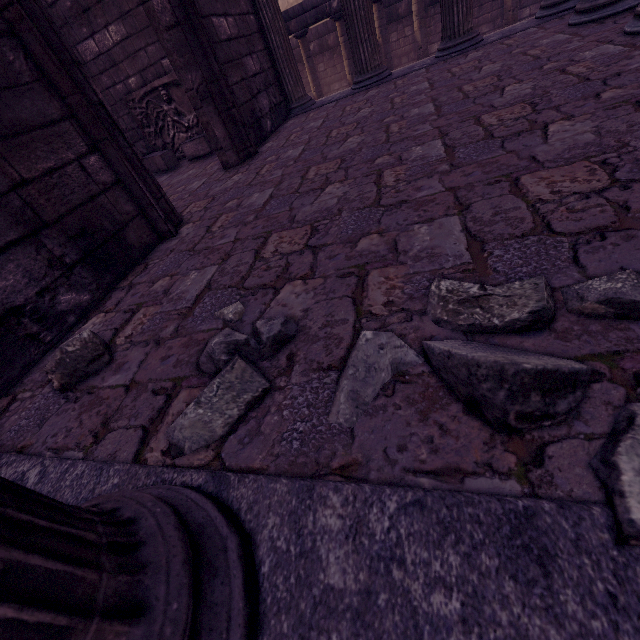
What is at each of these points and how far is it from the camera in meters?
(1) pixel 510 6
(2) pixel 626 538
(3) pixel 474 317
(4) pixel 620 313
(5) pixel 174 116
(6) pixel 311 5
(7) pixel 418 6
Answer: (1) column, 8.4 m
(2) rocks, 0.6 m
(3) rocks, 1.0 m
(4) rocks, 0.9 m
(5) relief sculpture, 6.0 m
(6) entablature, 9.0 m
(7) column, 8.7 m

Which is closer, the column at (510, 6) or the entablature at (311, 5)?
the column at (510, 6)

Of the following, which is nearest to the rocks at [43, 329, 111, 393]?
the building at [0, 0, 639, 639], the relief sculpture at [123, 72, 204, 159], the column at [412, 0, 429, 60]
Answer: the building at [0, 0, 639, 639]

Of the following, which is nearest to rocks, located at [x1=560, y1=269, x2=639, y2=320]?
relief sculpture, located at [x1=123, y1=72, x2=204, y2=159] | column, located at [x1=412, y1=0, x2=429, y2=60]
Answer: relief sculpture, located at [x1=123, y1=72, x2=204, y2=159]

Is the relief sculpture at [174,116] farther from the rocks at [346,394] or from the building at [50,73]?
the rocks at [346,394]

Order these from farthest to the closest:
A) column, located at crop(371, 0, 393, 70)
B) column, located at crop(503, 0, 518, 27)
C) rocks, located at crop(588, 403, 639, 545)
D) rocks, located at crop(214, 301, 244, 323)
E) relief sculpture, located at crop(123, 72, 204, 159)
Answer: column, located at crop(371, 0, 393, 70), column, located at crop(503, 0, 518, 27), relief sculpture, located at crop(123, 72, 204, 159), rocks, located at crop(214, 301, 244, 323), rocks, located at crop(588, 403, 639, 545)

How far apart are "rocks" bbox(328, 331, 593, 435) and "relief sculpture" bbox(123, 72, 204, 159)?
6.3m

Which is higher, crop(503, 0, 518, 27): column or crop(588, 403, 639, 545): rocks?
crop(588, 403, 639, 545): rocks
